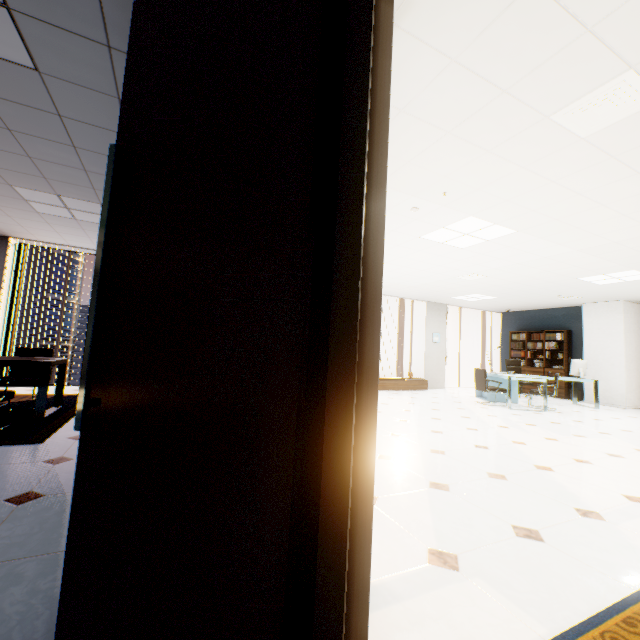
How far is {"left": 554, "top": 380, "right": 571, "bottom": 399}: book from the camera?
10.1 meters

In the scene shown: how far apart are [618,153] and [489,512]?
3.3m

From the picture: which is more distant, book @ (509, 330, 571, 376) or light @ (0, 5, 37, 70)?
book @ (509, 330, 571, 376)

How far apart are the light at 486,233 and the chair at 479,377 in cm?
374

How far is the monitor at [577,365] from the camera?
8.6m

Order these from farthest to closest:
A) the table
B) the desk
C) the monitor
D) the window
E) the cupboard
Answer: the cupboard, the monitor, the desk, the window, the table

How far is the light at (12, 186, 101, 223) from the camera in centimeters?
439cm

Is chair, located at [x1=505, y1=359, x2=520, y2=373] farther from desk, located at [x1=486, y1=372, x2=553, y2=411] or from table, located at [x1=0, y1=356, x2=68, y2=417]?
table, located at [x1=0, y1=356, x2=68, y2=417]
